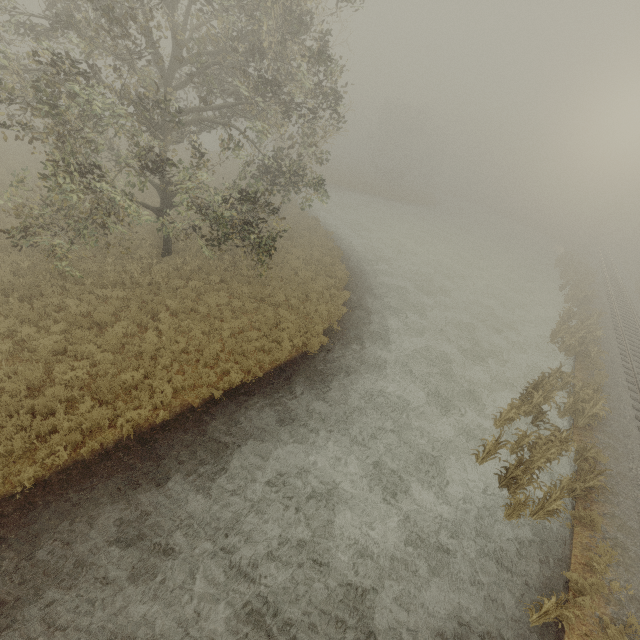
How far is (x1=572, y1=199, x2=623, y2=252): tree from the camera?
47.14m

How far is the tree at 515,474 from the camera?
9.9 meters

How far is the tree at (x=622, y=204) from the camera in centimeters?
4714cm

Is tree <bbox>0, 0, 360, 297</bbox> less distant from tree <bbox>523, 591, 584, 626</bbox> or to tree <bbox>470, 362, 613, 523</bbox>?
tree <bbox>470, 362, 613, 523</bbox>

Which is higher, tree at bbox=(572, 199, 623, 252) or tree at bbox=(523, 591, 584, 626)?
tree at bbox=(572, 199, 623, 252)

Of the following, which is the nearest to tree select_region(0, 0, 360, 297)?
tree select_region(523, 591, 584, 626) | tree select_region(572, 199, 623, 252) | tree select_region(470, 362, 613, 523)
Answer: tree select_region(470, 362, 613, 523)

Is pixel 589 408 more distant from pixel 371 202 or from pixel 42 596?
pixel 371 202

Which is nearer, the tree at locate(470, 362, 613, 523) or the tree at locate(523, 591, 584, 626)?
the tree at locate(523, 591, 584, 626)
